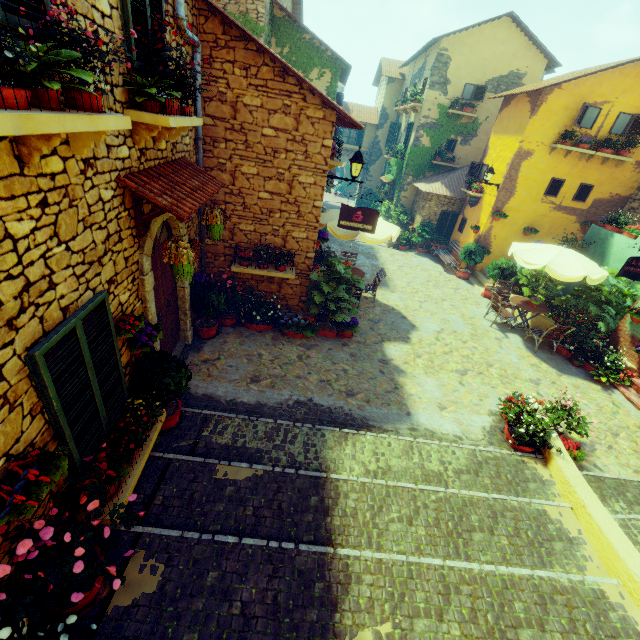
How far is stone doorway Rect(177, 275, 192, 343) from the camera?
6.4m

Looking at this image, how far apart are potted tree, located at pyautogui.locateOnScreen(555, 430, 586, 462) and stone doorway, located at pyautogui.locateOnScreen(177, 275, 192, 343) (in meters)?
7.32

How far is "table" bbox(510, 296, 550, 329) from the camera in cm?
1020

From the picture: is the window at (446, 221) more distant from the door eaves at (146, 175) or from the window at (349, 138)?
the door eaves at (146, 175)

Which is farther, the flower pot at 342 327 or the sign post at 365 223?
the flower pot at 342 327

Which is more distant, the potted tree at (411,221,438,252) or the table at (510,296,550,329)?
the potted tree at (411,221,438,252)

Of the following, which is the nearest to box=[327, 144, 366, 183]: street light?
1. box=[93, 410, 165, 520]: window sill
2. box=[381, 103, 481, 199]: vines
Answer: box=[93, 410, 165, 520]: window sill

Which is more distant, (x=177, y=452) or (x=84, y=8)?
(x=177, y=452)
